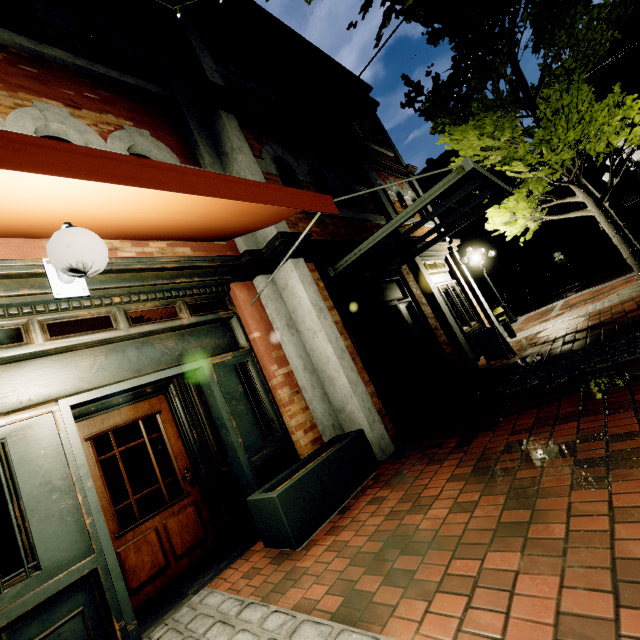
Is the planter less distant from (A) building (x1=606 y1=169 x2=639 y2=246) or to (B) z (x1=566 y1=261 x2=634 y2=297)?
(B) z (x1=566 y1=261 x2=634 y2=297)

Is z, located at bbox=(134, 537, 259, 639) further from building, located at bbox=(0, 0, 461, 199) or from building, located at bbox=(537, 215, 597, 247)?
building, located at bbox=(537, 215, 597, 247)

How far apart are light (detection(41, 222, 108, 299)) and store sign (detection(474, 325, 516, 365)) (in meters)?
6.95

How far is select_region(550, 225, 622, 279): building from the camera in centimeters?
2369cm

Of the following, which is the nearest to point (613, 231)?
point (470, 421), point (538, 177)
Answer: point (538, 177)

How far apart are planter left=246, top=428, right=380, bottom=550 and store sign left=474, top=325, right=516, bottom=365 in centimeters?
428cm

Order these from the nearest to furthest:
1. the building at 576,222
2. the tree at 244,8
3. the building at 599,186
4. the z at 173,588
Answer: the z at 173,588 → the tree at 244,8 → the building at 599,186 → the building at 576,222

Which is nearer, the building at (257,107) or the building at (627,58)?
the building at (257,107)
